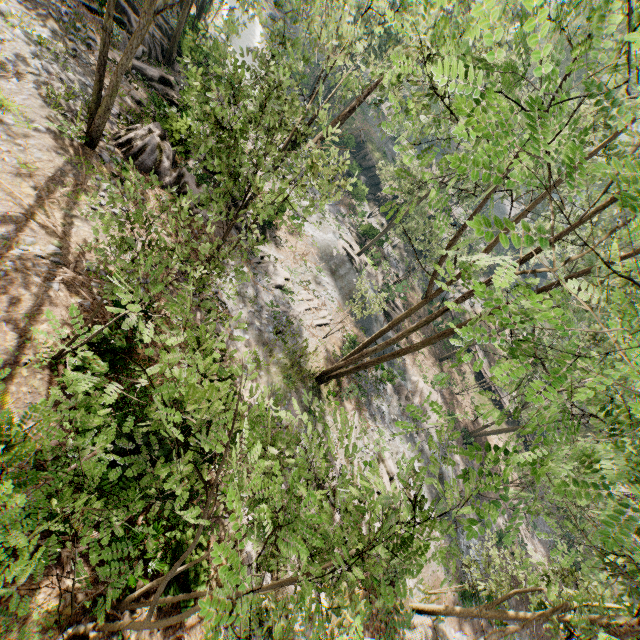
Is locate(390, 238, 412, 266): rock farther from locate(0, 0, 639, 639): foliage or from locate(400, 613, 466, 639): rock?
locate(400, 613, 466, 639): rock

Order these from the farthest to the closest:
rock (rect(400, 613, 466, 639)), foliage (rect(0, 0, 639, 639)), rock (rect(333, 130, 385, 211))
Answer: rock (rect(333, 130, 385, 211)), rock (rect(400, 613, 466, 639)), foliage (rect(0, 0, 639, 639))

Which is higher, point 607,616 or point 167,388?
point 167,388

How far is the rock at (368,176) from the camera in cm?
4234

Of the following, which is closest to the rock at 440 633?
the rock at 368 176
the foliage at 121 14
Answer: the foliage at 121 14

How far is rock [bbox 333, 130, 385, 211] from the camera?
42.3 meters

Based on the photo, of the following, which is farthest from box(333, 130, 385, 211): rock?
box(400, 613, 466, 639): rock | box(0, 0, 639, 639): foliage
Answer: box(400, 613, 466, 639): rock
